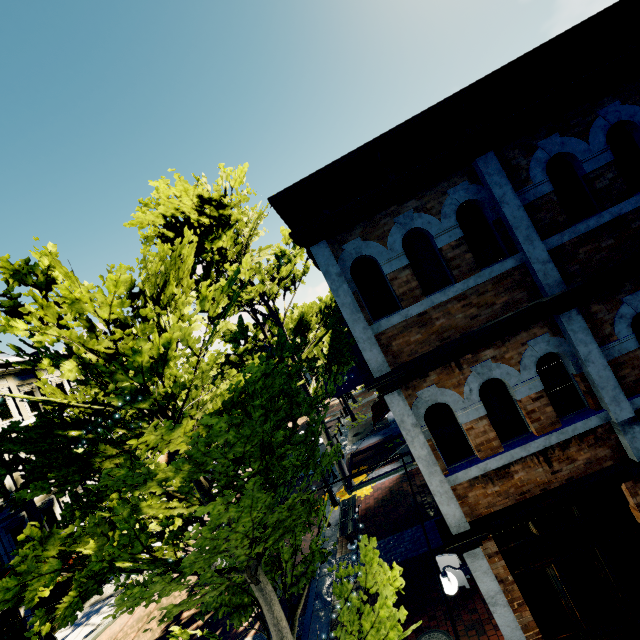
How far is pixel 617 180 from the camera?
5.0 meters

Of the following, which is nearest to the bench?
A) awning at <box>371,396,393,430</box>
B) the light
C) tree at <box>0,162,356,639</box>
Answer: tree at <box>0,162,356,639</box>

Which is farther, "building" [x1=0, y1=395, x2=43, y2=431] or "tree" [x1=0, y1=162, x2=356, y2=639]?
"building" [x1=0, y1=395, x2=43, y2=431]

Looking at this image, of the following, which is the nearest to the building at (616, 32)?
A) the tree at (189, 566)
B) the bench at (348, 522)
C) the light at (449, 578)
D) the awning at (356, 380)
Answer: the tree at (189, 566)

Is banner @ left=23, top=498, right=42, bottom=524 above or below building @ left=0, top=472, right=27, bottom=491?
below

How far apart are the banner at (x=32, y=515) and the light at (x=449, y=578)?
20.2 meters

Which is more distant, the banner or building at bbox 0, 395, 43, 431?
building at bbox 0, 395, 43, 431

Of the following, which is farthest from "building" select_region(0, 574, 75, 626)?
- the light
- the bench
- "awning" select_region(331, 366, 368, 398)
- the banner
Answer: the light
